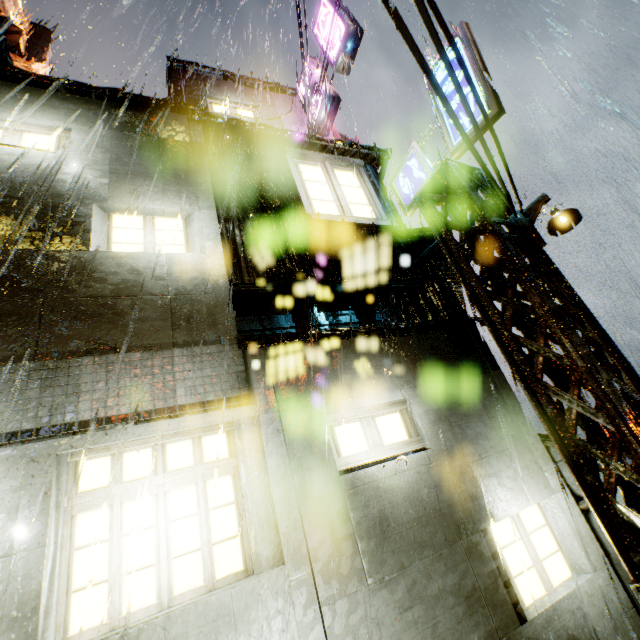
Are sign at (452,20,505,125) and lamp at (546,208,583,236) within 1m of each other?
no

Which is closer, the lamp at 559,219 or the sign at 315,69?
the lamp at 559,219

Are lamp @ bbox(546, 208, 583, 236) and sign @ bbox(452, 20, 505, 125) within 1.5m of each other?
no

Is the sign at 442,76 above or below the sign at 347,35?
below

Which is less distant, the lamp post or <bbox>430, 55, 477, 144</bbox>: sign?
the lamp post

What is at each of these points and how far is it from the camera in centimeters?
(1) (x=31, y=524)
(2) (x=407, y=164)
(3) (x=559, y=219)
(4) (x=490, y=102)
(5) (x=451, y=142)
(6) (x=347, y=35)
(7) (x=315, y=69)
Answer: (1) building, 314cm
(2) sign, 855cm
(3) lamp, 525cm
(4) sign, 623cm
(5) sign, 714cm
(6) sign, 998cm
(7) sign, 1220cm

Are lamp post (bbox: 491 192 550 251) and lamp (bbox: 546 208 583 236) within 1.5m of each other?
yes

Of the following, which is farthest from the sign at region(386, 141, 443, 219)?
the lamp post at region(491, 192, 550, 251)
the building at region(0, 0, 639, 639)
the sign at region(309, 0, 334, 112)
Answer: the sign at region(309, 0, 334, 112)
